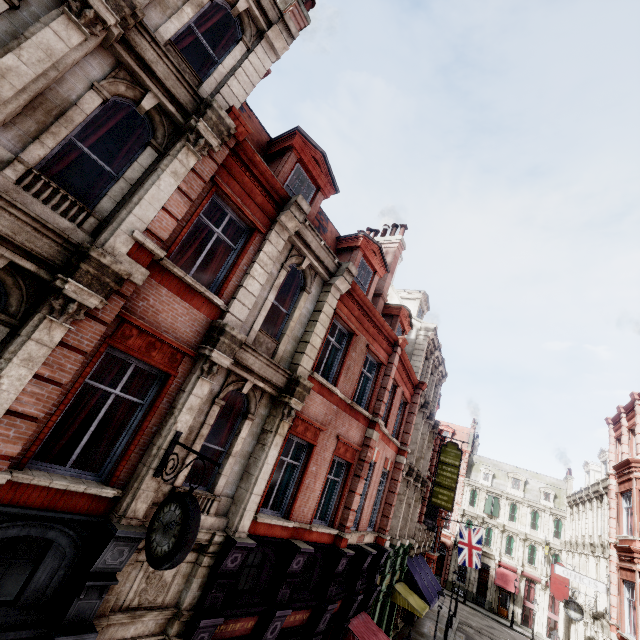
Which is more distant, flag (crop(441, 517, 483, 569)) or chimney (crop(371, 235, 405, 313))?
flag (crop(441, 517, 483, 569))

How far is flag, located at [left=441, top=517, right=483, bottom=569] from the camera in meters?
26.8 m

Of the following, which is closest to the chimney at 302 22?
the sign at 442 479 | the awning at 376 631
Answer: the awning at 376 631

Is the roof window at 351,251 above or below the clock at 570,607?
above

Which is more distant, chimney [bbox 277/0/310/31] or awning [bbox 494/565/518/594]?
awning [bbox 494/565/518/594]

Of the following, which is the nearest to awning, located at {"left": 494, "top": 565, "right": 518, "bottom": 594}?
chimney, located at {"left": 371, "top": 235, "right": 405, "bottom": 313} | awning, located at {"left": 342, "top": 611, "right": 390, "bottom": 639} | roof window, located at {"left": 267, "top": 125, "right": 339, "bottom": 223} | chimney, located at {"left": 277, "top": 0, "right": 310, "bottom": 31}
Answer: awning, located at {"left": 342, "top": 611, "right": 390, "bottom": 639}

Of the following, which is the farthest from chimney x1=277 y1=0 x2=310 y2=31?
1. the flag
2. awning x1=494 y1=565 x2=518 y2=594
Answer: awning x1=494 y1=565 x2=518 y2=594

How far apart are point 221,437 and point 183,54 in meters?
10.2
